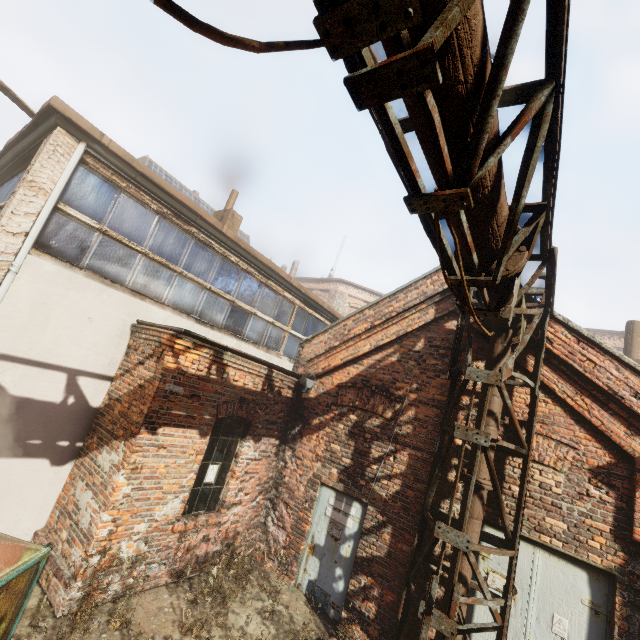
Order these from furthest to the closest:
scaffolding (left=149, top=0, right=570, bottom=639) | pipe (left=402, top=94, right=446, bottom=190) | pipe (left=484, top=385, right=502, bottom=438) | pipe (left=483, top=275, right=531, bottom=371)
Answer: pipe (left=484, top=385, right=502, bottom=438), pipe (left=483, top=275, right=531, bottom=371), pipe (left=402, top=94, right=446, bottom=190), scaffolding (left=149, top=0, right=570, bottom=639)

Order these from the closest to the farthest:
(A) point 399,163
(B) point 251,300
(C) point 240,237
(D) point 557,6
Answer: (D) point 557,6
(A) point 399,163
(B) point 251,300
(C) point 240,237

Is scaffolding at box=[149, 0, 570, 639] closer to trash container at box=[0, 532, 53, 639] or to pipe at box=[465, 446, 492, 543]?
pipe at box=[465, 446, 492, 543]

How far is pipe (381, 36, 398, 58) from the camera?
1.8m

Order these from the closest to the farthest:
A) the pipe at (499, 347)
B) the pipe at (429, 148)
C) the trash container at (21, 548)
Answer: the pipe at (429, 148) → the trash container at (21, 548) → the pipe at (499, 347)

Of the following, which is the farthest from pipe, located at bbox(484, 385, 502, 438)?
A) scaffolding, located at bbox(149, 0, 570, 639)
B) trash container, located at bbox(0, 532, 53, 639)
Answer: trash container, located at bbox(0, 532, 53, 639)

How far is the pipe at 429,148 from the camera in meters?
2.1
